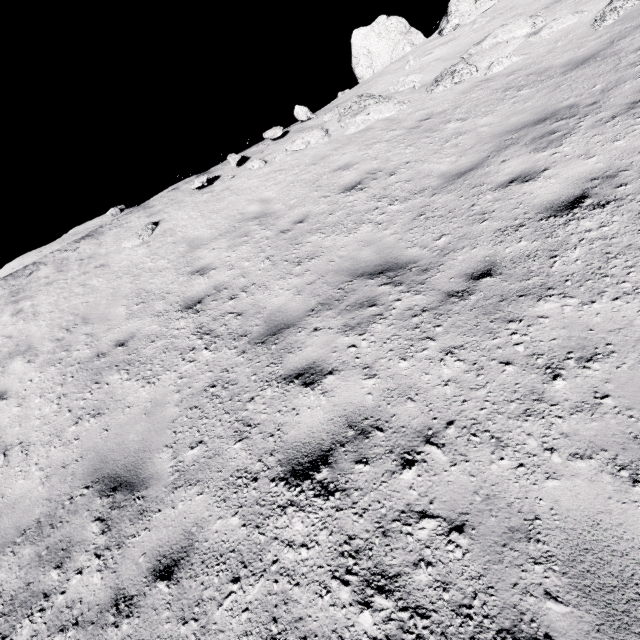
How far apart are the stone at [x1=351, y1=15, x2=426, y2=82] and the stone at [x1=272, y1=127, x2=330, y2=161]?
9.7m

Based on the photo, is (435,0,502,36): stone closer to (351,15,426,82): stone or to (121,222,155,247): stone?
(351,15,426,82): stone

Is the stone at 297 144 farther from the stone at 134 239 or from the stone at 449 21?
the stone at 449 21

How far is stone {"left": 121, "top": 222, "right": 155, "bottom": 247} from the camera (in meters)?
9.01

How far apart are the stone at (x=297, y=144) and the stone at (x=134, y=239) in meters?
4.0

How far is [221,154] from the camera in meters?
12.6 m

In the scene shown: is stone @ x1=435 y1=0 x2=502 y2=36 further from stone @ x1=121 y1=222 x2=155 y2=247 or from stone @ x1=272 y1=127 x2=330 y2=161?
stone @ x1=121 y1=222 x2=155 y2=247

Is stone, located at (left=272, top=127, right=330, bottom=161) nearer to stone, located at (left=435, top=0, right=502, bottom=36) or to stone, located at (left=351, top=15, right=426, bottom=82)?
stone, located at (left=435, top=0, right=502, bottom=36)
